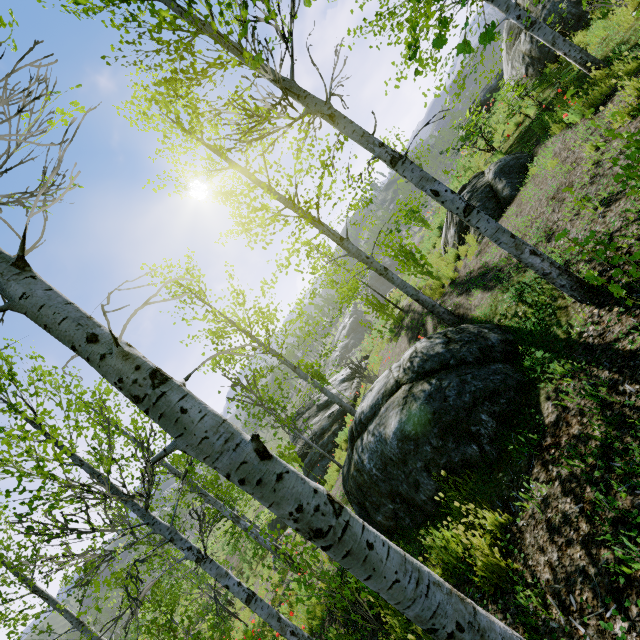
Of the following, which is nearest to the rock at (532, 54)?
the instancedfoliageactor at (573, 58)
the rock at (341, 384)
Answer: the instancedfoliageactor at (573, 58)

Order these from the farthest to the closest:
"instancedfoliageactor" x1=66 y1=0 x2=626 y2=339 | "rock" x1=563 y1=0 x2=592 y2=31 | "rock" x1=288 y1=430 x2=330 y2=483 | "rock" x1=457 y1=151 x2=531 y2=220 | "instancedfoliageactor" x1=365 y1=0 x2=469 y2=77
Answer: "rock" x1=288 y1=430 x2=330 y2=483 → "rock" x1=563 y1=0 x2=592 y2=31 → "rock" x1=457 y1=151 x2=531 y2=220 → "instancedfoliageactor" x1=66 y1=0 x2=626 y2=339 → "instancedfoliageactor" x1=365 y1=0 x2=469 y2=77

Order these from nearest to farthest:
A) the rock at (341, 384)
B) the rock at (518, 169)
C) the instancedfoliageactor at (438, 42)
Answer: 1. the instancedfoliageactor at (438, 42)
2. the rock at (518, 169)
3. the rock at (341, 384)

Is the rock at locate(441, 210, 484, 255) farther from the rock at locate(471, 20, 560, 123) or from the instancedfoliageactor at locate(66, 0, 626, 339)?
the rock at locate(471, 20, 560, 123)

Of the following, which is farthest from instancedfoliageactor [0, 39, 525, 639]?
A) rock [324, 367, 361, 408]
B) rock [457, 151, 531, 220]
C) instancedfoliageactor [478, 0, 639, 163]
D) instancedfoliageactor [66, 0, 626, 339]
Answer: rock [457, 151, 531, 220]

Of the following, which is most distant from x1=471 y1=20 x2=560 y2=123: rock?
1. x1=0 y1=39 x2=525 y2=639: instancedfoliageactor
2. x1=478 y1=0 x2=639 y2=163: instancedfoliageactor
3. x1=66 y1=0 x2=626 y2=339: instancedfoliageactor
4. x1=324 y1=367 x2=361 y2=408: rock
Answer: x1=0 y1=39 x2=525 y2=639: instancedfoliageactor

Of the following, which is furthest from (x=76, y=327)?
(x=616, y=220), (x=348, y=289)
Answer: (x=348, y=289)

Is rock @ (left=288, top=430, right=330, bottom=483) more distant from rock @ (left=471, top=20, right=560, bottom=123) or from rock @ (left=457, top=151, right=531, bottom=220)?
rock @ (left=457, top=151, right=531, bottom=220)
